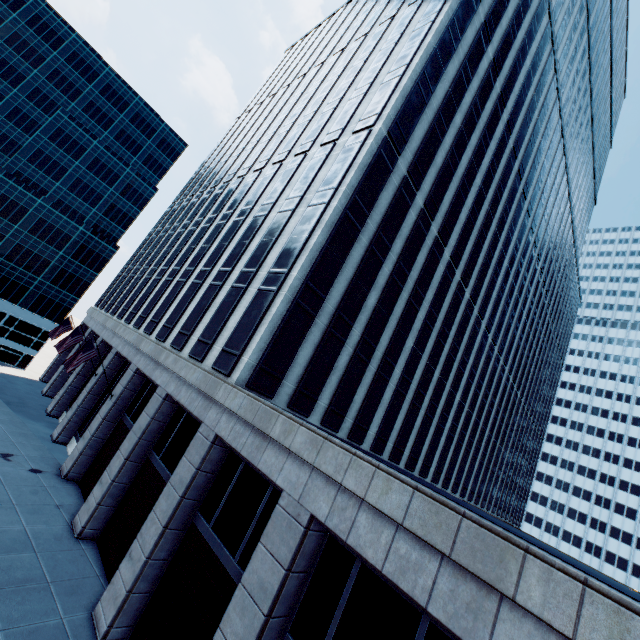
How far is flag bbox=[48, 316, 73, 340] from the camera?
28.6m

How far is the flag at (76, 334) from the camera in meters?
24.3

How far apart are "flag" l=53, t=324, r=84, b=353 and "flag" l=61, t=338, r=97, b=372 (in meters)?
5.54

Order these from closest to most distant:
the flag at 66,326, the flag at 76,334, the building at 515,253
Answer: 1. the building at 515,253
2. the flag at 76,334
3. the flag at 66,326

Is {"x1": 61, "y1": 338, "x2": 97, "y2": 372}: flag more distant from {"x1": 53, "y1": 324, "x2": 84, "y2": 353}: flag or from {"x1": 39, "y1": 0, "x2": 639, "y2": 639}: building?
{"x1": 53, "y1": 324, "x2": 84, "y2": 353}: flag

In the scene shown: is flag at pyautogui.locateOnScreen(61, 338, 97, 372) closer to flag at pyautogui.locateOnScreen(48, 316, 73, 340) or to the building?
the building

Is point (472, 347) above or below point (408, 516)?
above

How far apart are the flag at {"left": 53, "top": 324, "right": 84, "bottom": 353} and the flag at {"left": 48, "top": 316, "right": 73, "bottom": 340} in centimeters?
570cm
